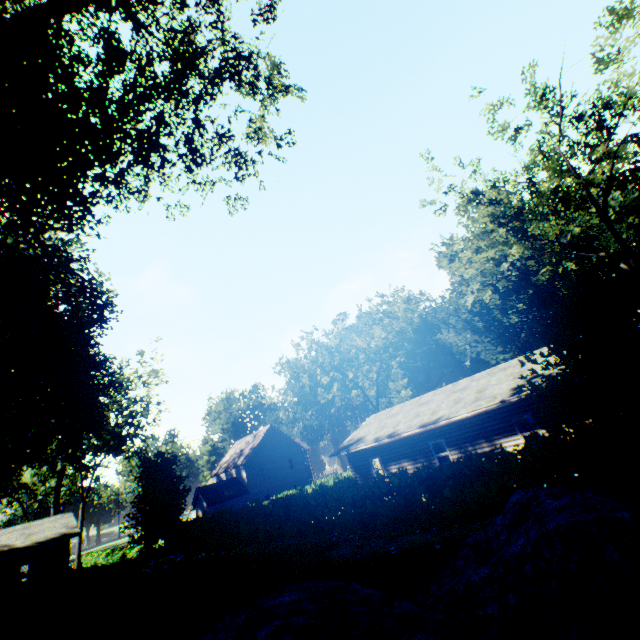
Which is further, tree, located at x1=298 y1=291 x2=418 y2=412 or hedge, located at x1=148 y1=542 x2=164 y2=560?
tree, located at x1=298 y1=291 x2=418 y2=412

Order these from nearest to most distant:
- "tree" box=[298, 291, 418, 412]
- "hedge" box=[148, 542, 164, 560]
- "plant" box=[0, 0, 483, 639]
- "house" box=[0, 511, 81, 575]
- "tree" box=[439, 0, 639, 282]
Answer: "plant" box=[0, 0, 483, 639] → "tree" box=[439, 0, 639, 282] → "hedge" box=[148, 542, 164, 560] → "house" box=[0, 511, 81, 575] → "tree" box=[298, 291, 418, 412]

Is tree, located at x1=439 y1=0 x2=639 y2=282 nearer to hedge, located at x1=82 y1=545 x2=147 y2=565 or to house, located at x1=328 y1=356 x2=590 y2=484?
house, located at x1=328 y1=356 x2=590 y2=484

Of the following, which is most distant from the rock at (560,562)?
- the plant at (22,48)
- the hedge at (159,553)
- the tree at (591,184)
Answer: the tree at (591,184)

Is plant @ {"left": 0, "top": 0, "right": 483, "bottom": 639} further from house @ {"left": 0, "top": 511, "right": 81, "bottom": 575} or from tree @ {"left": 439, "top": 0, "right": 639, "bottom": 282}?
tree @ {"left": 439, "top": 0, "right": 639, "bottom": 282}

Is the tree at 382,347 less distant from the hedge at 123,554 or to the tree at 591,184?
the hedge at 123,554

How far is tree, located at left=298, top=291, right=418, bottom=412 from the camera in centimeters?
3909cm

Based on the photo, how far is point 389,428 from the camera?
21.7m
